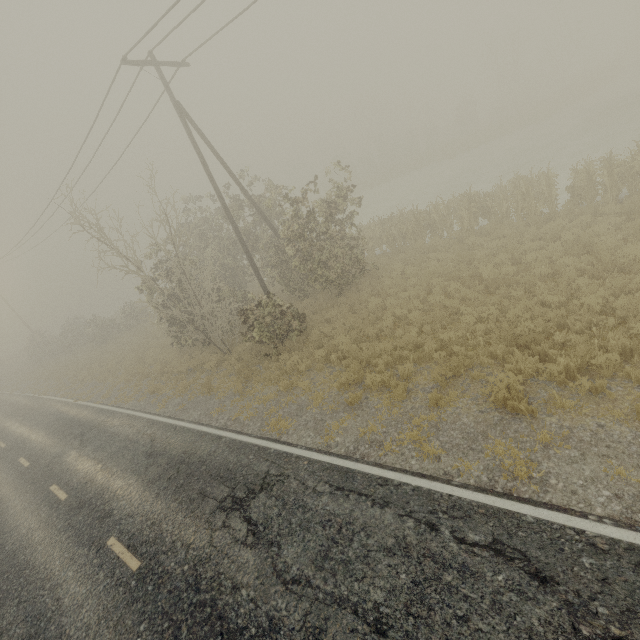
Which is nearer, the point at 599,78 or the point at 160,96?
the point at 160,96
